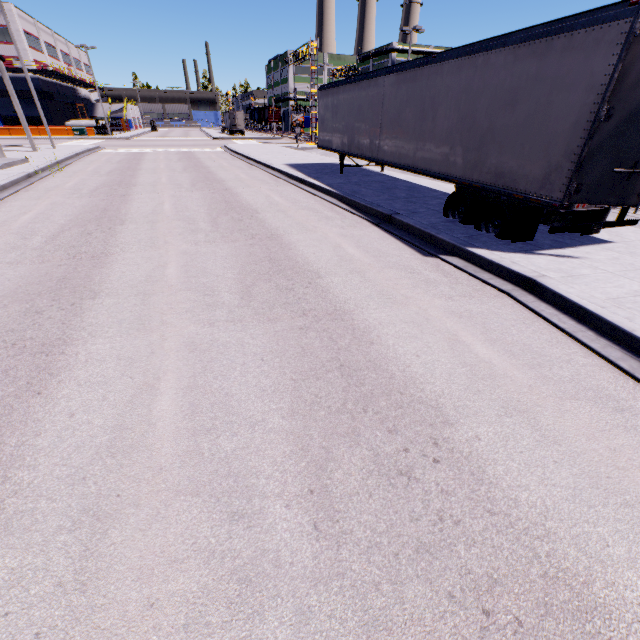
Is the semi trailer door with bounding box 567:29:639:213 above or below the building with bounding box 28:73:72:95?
below

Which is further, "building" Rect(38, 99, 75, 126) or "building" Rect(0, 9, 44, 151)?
"building" Rect(38, 99, 75, 126)

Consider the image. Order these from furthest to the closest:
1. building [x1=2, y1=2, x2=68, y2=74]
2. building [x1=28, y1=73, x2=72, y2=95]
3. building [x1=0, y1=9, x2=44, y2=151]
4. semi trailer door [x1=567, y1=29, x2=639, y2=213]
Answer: building [x1=28, y1=73, x2=72, y2=95], building [x1=2, y1=2, x2=68, y2=74], building [x1=0, y1=9, x2=44, y2=151], semi trailer door [x1=567, y1=29, x2=639, y2=213]

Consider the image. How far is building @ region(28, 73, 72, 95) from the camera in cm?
4629

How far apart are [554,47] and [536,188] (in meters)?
2.27

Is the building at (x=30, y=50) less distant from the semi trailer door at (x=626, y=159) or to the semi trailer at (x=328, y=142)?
the semi trailer at (x=328, y=142)
